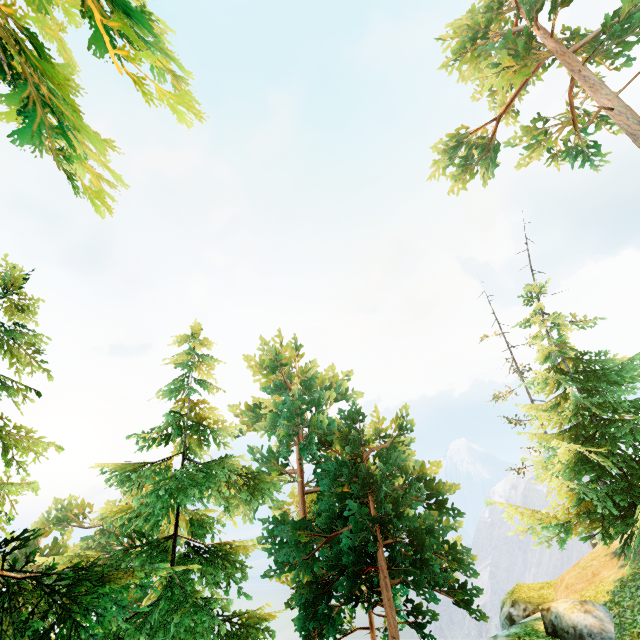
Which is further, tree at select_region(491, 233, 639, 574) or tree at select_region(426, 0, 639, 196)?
tree at select_region(426, 0, 639, 196)

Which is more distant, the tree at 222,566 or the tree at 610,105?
the tree at 610,105

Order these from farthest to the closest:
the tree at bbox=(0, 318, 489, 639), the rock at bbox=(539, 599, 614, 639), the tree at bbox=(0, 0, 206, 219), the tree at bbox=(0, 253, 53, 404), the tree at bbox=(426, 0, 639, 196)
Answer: the tree at bbox=(426, 0, 639, 196) → the rock at bbox=(539, 599, 614, 639) → the tree at bbox=(0, 253, 53, 404) → the tree at bbox=(0, 318, 489, 639) → the tree at bbox=(0, 0, 206, 219)

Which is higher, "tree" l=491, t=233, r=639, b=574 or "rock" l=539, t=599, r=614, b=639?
"tree" l=491, t=233, r=639, b=574

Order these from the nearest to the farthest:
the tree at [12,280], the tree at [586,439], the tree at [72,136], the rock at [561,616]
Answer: the tree at [72,136]
the tree at [12,280]
the rock at [561,616]
the tree at [586,439]

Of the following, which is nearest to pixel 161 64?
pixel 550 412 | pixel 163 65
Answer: pixel 163 65

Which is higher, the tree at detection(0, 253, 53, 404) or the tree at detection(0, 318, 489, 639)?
the tree at detection(0, 253, 53, 404)
